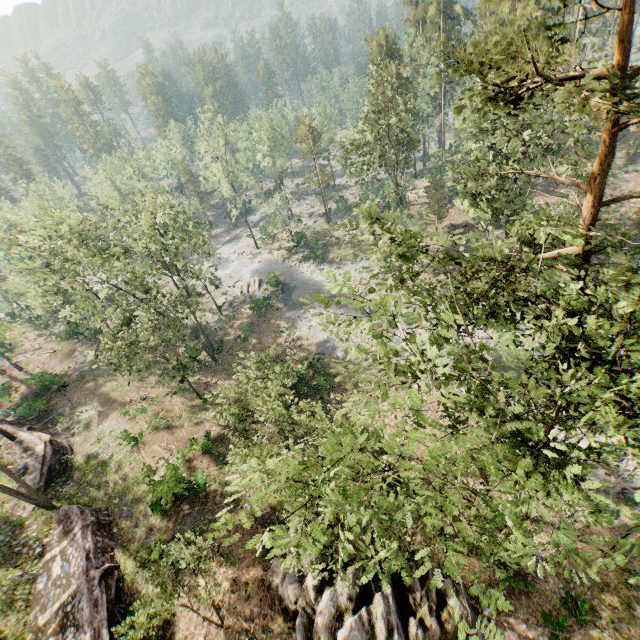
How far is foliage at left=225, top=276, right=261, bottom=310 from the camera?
47.0m

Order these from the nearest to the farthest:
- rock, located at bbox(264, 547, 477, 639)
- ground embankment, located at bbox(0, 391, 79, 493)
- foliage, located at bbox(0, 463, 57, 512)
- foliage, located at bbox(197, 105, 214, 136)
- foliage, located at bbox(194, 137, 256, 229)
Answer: rock, located at bbox(264, 547, 477, 639) → foliage, located at bbox(0, 463, 57, 512) → ground embankment, located at bbox(0, 391, 79, 493) → foliage, located at bbox(197, 105, 214, 136) → foliage, located at bbox(194, 137, 256, 229)

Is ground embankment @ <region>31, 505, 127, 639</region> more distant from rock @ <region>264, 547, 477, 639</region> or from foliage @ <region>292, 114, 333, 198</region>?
foliage @ <region>292, 114, 333, 198</region>

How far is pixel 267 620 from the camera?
16.1m

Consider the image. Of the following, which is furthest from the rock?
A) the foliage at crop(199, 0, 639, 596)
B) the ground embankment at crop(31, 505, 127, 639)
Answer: the foliage at crop(199, 0, 639, 596)

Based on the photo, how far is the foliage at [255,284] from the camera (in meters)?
47.00
